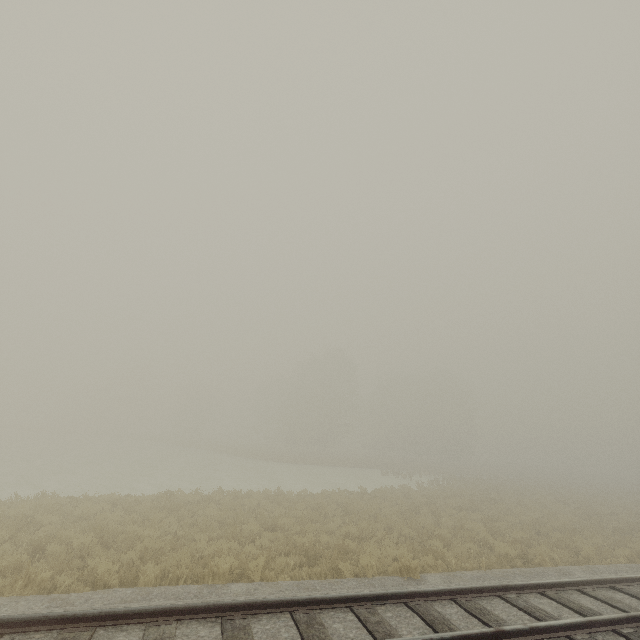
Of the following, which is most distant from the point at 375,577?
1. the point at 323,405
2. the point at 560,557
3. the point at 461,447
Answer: the point at 461,447
